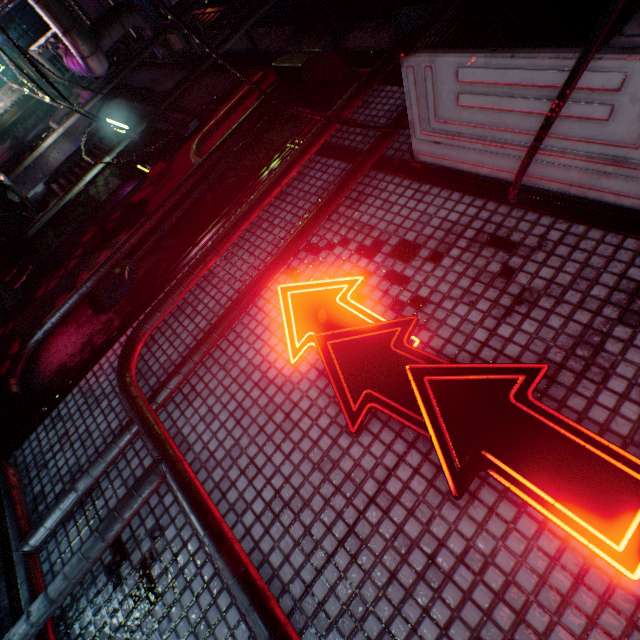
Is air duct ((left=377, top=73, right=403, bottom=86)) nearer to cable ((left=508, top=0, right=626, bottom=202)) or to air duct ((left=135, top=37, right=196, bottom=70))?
cable ((left=508, top=0, right=626, bottom=202))

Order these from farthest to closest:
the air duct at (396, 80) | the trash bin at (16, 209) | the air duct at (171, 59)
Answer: the air duct at (171, 59) → the trash bin at (16, 209) → the air duct at (396, 80)

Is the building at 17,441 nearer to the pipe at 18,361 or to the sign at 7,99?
the pipe at 18,361

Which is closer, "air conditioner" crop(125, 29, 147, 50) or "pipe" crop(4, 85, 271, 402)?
"pipe" crop(4, 85, 271, 402)

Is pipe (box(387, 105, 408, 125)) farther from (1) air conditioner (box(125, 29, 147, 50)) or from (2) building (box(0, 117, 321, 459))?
(1) air conditioner (box(125, 29, 147, 50))

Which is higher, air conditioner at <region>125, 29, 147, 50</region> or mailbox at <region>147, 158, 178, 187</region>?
air conditioner at <region>125, 29, 147, 50</region>

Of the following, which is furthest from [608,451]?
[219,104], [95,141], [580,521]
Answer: [95,141]

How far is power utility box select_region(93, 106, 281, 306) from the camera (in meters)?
2.54
